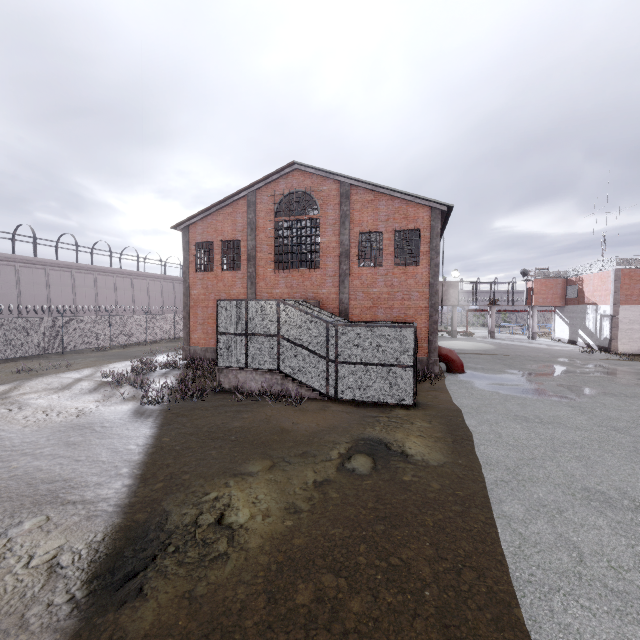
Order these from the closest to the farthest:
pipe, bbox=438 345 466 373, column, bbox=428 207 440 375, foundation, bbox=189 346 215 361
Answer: column, bbox=428 207 440 375
pipe, bbox=438 345 466 373
foundation, bbox=189 346 215 361

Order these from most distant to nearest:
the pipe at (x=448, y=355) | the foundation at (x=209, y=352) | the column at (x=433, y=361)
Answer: the foundation at (x=209, y=352) < the pipe at (x=448, y=355) < the column at (x=433, y=361)

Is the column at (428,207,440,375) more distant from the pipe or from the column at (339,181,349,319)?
the column at (339,181,349,319)

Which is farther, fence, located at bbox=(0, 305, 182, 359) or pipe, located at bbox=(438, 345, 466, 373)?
fence, located at bbox=(0, 305, 182, 359)

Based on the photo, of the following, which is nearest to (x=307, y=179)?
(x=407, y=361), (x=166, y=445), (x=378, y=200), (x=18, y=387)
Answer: (x=378, y=200)

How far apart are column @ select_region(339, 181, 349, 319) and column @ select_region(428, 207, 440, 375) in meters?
4.3 m

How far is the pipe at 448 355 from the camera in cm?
1812

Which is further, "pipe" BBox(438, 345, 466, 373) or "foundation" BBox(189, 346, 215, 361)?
"foundation" BBox(189, 346, 215, 361)
